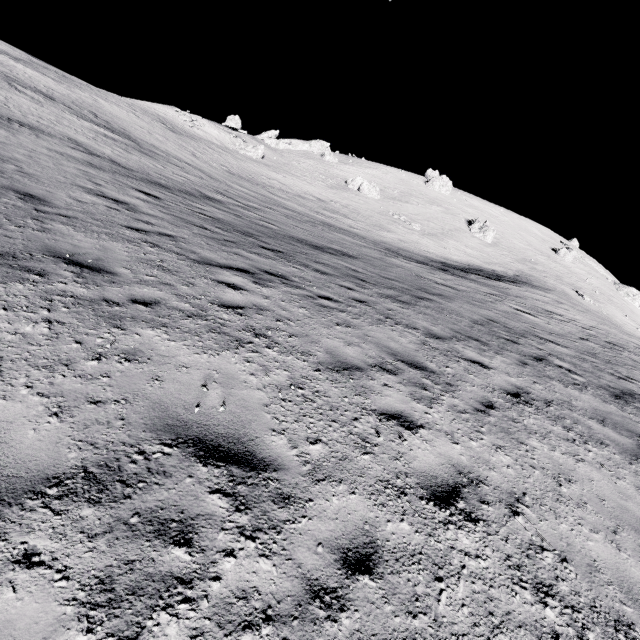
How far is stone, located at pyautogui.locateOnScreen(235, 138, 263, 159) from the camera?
55.8 meters

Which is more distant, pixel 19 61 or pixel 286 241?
pixel 19 61

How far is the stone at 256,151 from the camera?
55.8m
